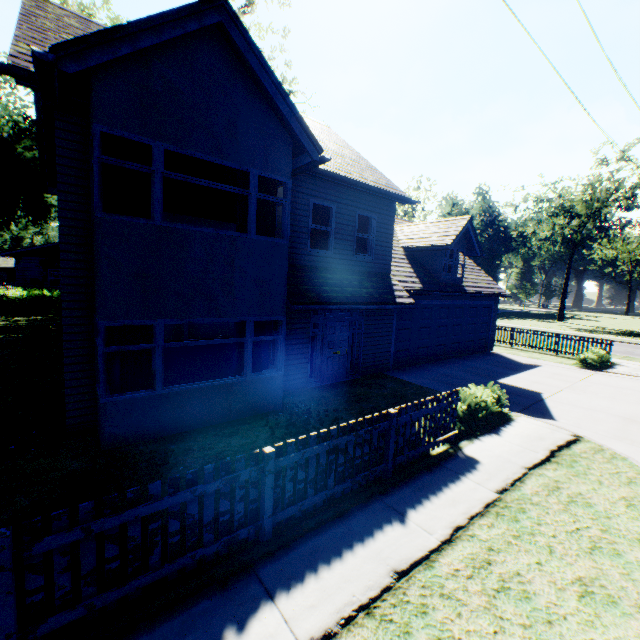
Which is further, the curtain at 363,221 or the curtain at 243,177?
the curtain at 363,221

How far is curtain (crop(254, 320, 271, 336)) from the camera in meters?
8.5 m

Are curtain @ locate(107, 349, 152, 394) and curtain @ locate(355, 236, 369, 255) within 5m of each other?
no

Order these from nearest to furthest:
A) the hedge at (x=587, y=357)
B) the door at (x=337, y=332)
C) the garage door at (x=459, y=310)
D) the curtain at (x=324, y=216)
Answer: the curtain at (x=324, y=216)
the door at (x=337, y=332)
the garage door at (x=459, y=310)
the hedge at (x=587, y=357)

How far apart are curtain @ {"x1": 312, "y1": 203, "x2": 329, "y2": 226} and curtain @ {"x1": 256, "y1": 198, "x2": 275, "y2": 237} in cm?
165

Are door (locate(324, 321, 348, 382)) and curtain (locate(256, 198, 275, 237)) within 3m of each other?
no

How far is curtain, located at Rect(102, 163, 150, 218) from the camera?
6.1 meters

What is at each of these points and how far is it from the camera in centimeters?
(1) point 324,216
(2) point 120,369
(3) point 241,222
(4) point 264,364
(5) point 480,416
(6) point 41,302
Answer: (1) curtain, 1089cm
(2) curtain, 670cm
(3) curtain, 791cm
(4) curtain, 876cm
(5) hedge, 801cm
(6) hedge, 2428cm
